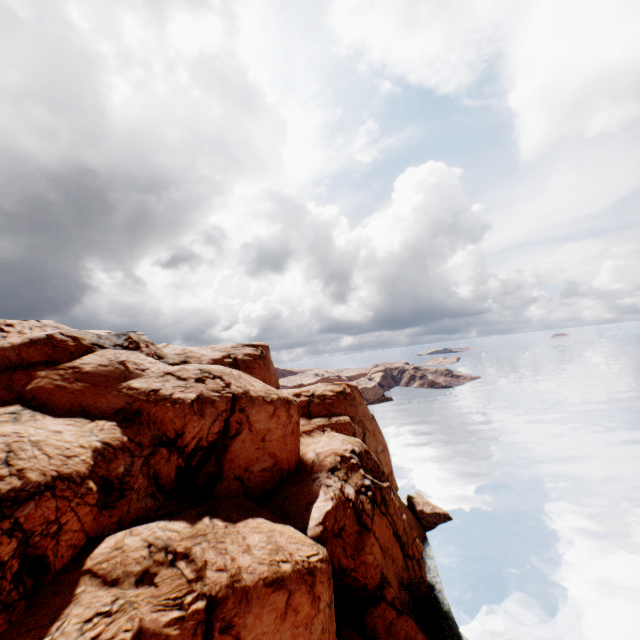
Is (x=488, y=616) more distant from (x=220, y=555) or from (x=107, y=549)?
(x=107, y=549)
